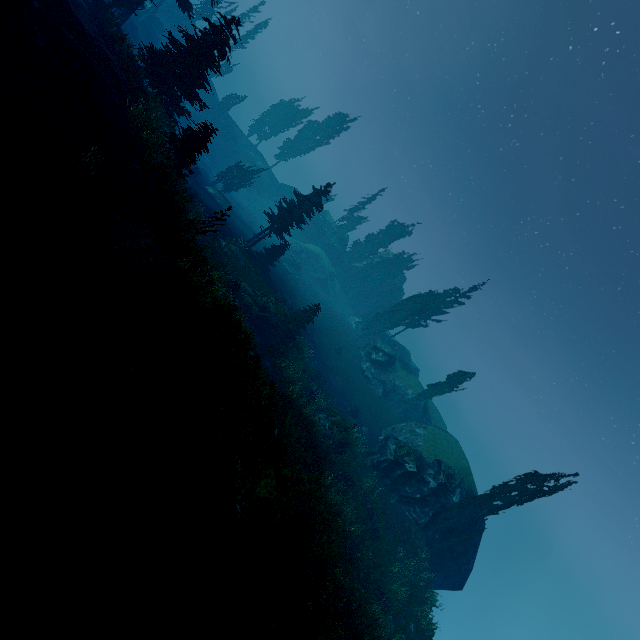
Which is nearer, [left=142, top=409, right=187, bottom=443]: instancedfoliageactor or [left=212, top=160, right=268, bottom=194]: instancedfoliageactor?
[left=142, top=409, right=187, bottom=443]: instancedfoliageactor

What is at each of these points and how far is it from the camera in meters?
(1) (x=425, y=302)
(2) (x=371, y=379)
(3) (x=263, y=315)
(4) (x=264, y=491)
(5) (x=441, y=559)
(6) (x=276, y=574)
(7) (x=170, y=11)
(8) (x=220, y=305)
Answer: (1) instancedfoliageactor, 48.9 m
(2) rock, 44.1 m
(3) rock, 29.9 m
(4) rock, 9.9 m
(5) rock, 29.0 m
(6) rock, 9.2 m
(7) rock, 58.8 m
(8) instancedfoliageactor, 12.9 m

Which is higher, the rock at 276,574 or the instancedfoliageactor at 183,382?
the instancedfoliageactor at 183,382

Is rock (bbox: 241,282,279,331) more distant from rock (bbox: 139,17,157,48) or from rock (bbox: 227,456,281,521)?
rock (bbox: 139,17,157,48)

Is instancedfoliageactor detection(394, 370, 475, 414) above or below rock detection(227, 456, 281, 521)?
above

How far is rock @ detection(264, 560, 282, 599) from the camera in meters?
9.0

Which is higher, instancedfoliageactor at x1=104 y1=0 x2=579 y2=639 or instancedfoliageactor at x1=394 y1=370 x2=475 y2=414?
instancedfoliageactor at x1=394 y1=370 x2=475 y2=414

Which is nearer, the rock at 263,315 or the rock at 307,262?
the rock at 263,315
